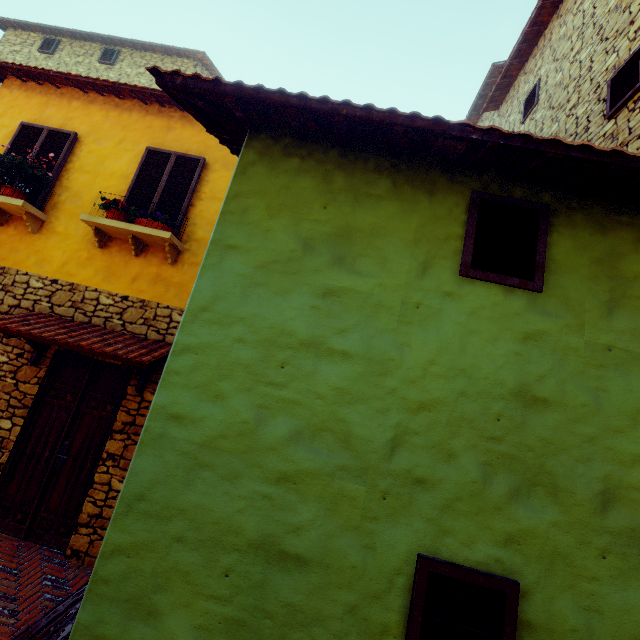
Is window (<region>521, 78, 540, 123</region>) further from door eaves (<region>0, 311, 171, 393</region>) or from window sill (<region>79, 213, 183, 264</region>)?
door eaves (<region>0, 311, 171, 393</region>)

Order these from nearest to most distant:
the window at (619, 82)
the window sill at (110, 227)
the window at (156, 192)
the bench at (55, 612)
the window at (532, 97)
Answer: the bench at (55, 612) < the window at (619, 82) < the window sill at (110, 227) < the window at (156, 192) < the window at (532, 97)

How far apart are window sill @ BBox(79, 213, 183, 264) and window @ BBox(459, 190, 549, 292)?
4.2 meters

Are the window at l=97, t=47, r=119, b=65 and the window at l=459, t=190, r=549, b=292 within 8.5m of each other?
no

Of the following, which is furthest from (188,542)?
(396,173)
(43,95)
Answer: (43,95)

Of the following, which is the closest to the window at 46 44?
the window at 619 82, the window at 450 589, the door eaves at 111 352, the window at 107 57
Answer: the window at 107 57

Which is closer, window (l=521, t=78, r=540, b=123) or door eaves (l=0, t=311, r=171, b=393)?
door eaves (l=0, t=311, r=171, b=393)

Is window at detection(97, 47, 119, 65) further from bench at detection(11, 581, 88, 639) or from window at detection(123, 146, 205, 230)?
bench at detection(11, 581, 88, 639)
